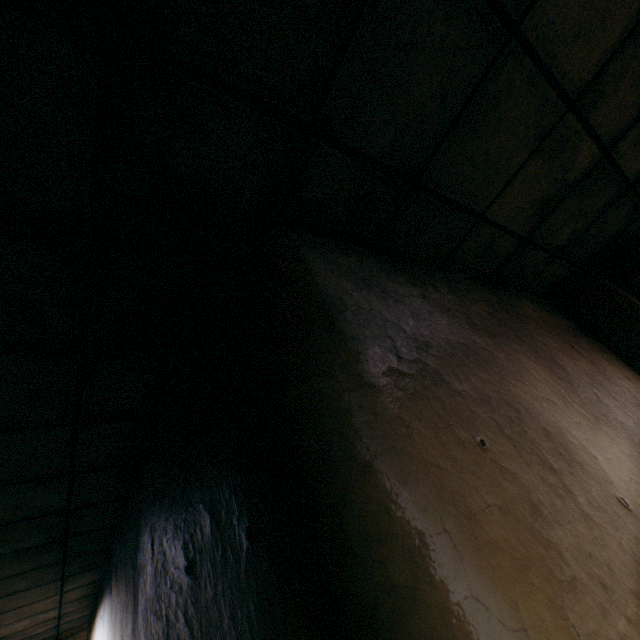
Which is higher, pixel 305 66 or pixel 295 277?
pixel 305 66
